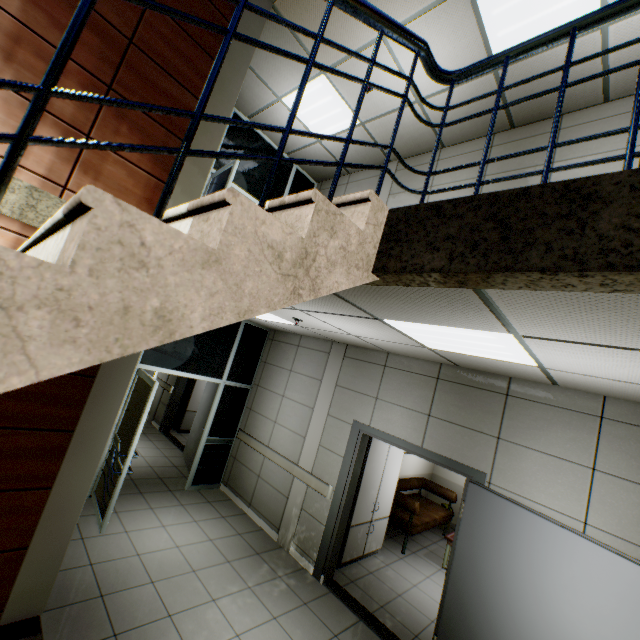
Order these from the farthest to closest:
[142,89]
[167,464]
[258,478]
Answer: [167,464], [258,478], [142,89]

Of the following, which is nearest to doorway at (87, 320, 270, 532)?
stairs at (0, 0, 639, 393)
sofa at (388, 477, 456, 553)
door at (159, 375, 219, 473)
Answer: door at (159, 375, 219, 473)

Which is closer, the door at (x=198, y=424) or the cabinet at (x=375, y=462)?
the cabinet at (x=375, y=462)

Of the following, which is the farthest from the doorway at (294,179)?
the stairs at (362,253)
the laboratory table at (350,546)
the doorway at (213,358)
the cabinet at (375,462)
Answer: the laboratory table at (350,546)

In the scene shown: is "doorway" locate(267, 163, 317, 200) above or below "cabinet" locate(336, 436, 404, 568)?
above

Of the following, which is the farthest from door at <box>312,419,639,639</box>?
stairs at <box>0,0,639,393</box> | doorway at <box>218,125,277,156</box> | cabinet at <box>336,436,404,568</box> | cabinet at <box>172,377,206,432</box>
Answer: cabinet at <box>172,377,206,432</box>

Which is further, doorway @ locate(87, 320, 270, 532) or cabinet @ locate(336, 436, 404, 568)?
cabinet @ locate(336, 436, 404, 568)

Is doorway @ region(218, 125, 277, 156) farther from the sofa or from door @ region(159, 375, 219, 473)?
the sofa
